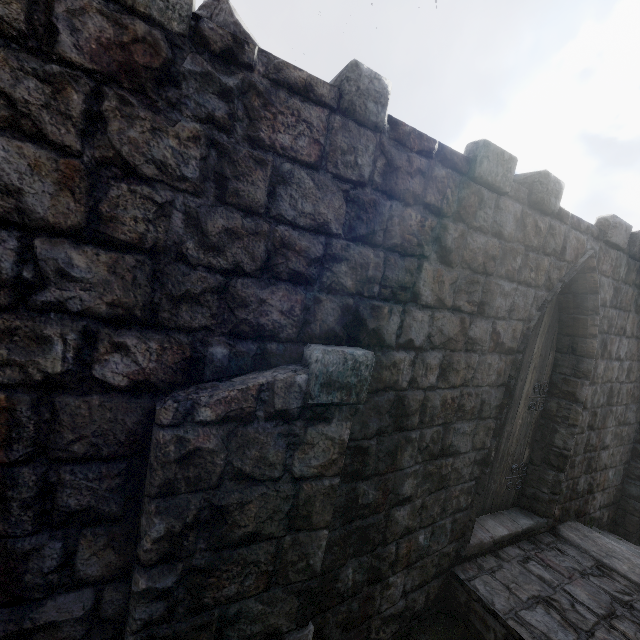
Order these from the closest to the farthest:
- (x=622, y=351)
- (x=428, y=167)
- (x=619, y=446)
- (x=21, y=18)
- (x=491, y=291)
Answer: (x=21, y=18) → (x=428, y=167) → (x=491, y=291) → (x=622, y=351) → (x=619, y=446)
